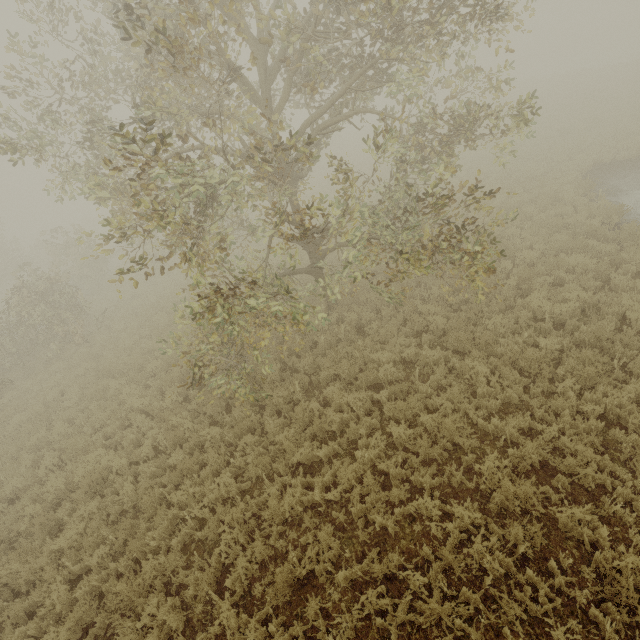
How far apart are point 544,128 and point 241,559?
28.44m
